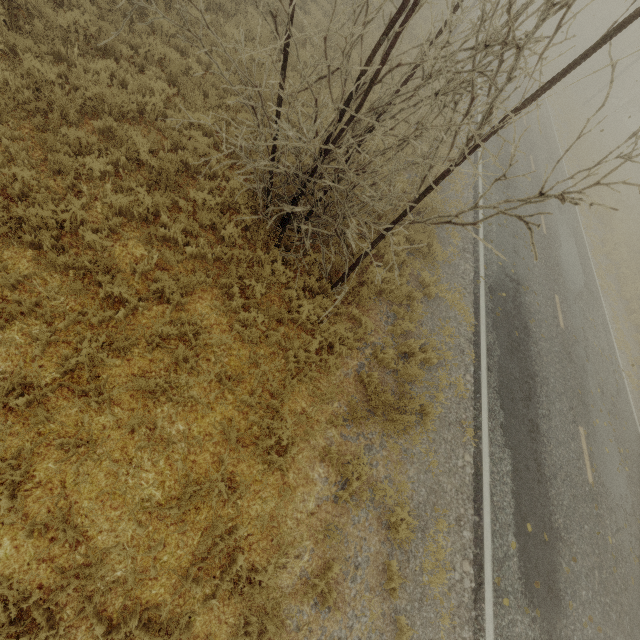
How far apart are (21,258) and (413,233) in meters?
8.7
